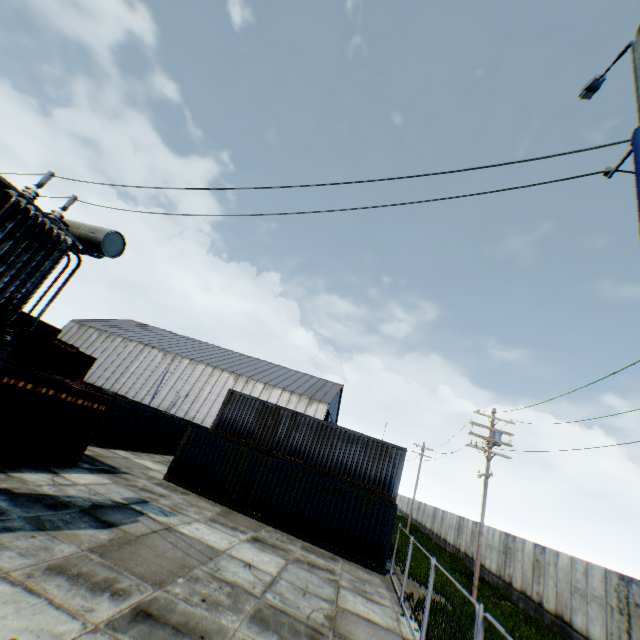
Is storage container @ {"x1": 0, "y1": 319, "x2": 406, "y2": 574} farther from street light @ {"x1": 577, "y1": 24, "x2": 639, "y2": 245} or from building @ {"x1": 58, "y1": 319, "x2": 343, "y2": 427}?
building @ {"x1": 58, "y1": 319, "x2": 343, "y2": 427}

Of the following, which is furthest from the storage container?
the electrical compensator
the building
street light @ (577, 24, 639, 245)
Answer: the building

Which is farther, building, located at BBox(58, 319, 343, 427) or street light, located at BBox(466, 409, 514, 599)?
building, located at BBox(58, 319, 343, 427)

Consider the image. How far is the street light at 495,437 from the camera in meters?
16.1 m

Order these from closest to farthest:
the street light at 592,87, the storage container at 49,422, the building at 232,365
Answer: the street light at 592,87
the storage container at 49,422
the building at 232,365

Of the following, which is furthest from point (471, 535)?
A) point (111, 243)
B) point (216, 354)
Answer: point (216, 354)

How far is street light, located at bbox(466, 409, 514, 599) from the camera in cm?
1610

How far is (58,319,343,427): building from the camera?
46.19m
